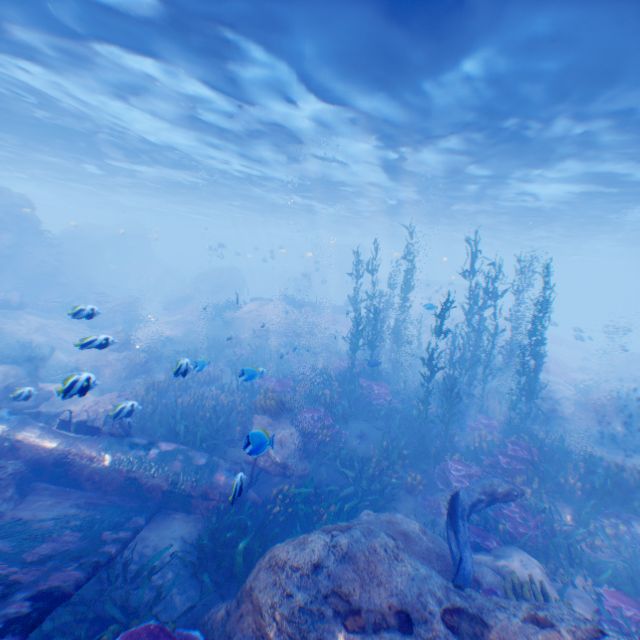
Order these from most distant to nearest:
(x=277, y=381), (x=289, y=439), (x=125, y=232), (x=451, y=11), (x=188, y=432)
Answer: (x=125, y=232) < (x=277, y=381) < (x=188, y=432) < (x=289, y=439) < (x=451, y=11)

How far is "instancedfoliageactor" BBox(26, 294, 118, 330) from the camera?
7.73m

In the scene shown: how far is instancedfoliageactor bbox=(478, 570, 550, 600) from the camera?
6.0m

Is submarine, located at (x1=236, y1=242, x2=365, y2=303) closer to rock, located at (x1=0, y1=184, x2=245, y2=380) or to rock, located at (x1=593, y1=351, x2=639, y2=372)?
rock, located at (x1=0, y1=184, x2=245, y2=380)

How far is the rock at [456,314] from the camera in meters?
31.9

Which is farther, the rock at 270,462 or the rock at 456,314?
the rock at 456,314

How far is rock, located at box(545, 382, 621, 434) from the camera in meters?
16.0 m

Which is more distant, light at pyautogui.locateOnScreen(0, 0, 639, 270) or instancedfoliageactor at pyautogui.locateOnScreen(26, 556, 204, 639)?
→ light at pyautogui.locateOnScreen(0, 0, 639, 270)
